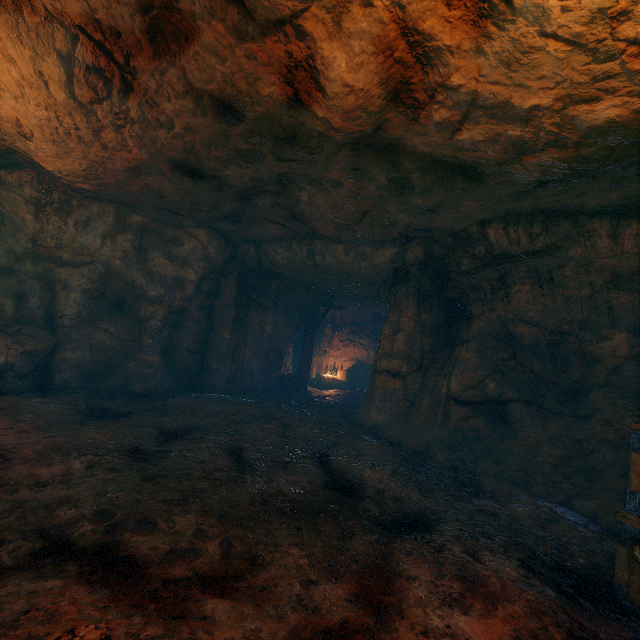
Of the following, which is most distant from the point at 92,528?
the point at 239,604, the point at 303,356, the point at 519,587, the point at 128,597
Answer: the point at 303,356

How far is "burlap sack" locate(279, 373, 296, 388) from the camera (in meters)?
14.69

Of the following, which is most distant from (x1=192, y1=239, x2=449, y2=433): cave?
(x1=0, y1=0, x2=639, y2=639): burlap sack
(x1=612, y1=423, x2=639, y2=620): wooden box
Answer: (x1=612, y1=423, x2=639, y2=620): wooden box

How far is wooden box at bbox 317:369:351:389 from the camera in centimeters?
1798cm

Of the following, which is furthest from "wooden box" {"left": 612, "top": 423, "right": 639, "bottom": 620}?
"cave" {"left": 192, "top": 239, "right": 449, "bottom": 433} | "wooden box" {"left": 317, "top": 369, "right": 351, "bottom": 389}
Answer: "wooden box" {"left": 317, "top": 369, "right": 351, "bottom": 389}

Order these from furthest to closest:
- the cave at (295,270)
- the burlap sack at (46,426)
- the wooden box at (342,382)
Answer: the wooden box at (342,382) < the cave at (295,270) < the burlap sack at (46,426)

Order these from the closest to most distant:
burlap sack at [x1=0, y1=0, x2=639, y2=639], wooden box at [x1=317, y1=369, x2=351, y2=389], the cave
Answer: burlap sack at [x1=0, y1=0, x2=639, y2=639] → the cave → wooden box at [x1=317, y1=369, x2=351, y2=389]

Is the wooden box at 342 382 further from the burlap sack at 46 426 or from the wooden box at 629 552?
the wooden box at 629 552
